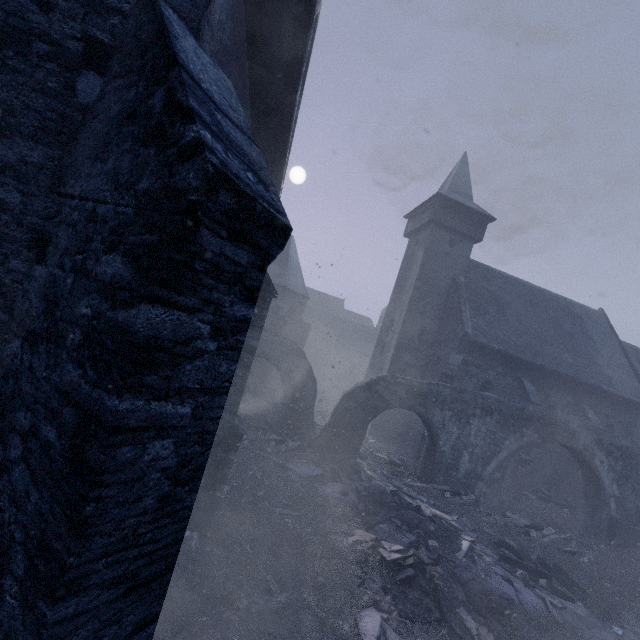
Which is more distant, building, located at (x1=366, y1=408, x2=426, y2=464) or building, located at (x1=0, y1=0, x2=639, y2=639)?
building, located at (x1=366, y1=408, x2=426, y2=464)

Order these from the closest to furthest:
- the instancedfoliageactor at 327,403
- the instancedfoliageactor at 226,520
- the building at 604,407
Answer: the building at 604,407
the instancedfoliageactor at 226,520
the instancedfoliageactor at 327,403

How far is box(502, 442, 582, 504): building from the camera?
16.3 meters

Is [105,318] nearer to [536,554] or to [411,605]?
[411,605]

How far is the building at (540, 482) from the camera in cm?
1628

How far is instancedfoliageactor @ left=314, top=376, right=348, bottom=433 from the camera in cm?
1893

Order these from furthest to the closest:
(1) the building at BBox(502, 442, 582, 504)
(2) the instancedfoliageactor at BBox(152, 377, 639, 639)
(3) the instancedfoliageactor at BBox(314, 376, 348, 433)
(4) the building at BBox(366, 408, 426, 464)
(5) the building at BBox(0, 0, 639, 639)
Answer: (3) the instancedfoliageactor at BBox(314, 376, 348, 433) → (4) the building at BBox(366, 408, 426, 464) → (1) the building at BBox(502, 442, 582, 504) → (2) the instancedfoliageactor at BBox(152, 377, 639, 639) → (5) the building at BBox(0, 0, 639, 639)
